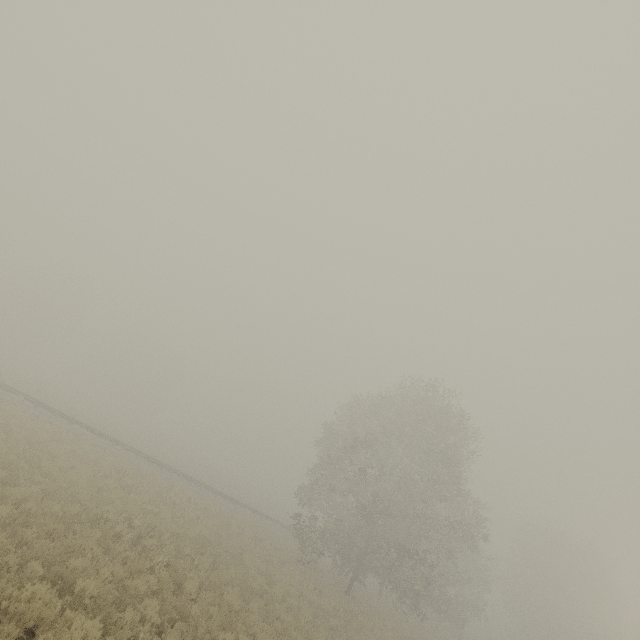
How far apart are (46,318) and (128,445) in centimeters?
4724cm
